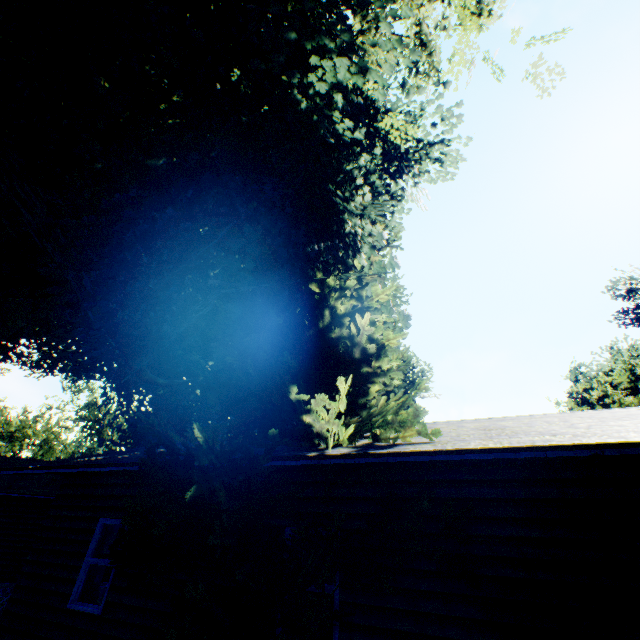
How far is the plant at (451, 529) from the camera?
4.6m

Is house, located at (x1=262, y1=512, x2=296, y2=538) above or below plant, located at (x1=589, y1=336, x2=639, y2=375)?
below

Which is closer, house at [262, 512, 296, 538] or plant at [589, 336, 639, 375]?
house at [262, 512, 296, 538]

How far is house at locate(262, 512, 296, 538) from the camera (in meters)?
5.71

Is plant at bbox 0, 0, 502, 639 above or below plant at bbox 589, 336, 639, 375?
below

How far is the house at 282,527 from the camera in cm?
571

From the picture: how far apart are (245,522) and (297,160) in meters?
7.5 m
